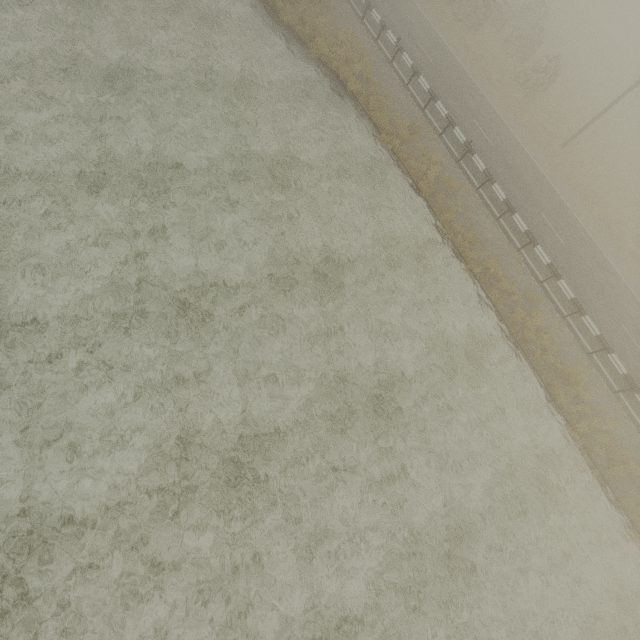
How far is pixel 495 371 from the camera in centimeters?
1372cm
